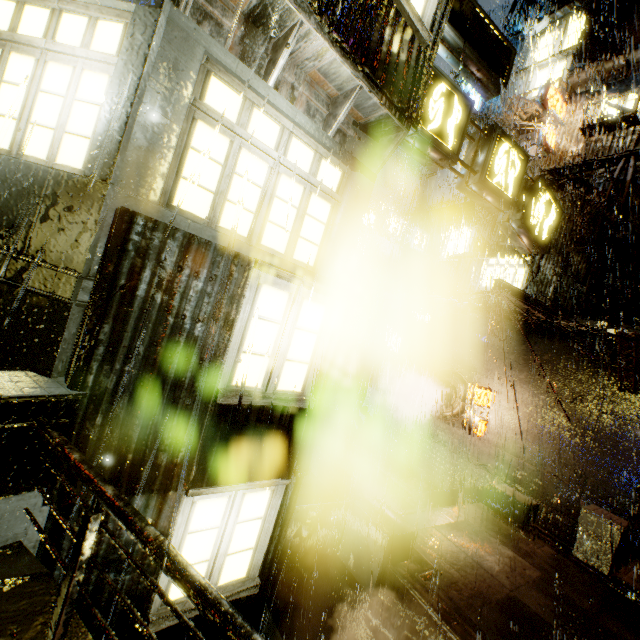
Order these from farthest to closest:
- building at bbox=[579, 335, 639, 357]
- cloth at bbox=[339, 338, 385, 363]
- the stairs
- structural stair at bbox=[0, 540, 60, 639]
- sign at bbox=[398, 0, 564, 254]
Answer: cloth at bbox=[339, 338, 385, 363]
building at bbox=[579, 335, 639, 357]
the stairs
sign at bbox=[398, 0, 564, 254]
structural stair at bbox=[0, 540, 60, 639]

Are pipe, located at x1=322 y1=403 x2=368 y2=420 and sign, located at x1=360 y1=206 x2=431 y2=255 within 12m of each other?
yes

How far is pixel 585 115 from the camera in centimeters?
1302cm

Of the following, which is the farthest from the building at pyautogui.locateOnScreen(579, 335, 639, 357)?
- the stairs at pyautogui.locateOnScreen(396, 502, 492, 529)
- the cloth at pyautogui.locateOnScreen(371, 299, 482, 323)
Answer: the stairs at pyautogui.locateOnScreen(396, 502, 492, 529)

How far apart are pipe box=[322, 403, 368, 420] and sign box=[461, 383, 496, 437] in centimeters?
677cm

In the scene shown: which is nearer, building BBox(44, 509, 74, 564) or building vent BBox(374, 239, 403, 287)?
building BBox(44, 509, 74, 564)

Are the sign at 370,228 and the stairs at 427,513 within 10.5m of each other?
no

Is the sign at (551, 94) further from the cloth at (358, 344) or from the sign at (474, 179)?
the cloth at (358, 344)
